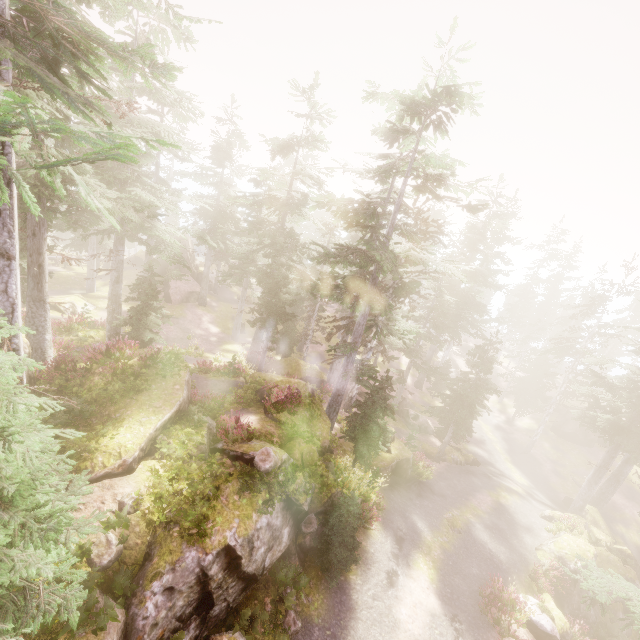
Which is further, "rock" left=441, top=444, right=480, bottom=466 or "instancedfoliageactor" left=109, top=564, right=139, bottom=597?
"rock" left=441, top=444, right=480, bottom=466

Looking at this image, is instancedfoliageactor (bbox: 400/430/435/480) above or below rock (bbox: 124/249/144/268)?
below

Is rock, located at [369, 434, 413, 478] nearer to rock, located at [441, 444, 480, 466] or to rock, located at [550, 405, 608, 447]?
rock, located at [441, 444, 480, 466]

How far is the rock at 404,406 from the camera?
34.3m

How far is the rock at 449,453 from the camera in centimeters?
2769cm

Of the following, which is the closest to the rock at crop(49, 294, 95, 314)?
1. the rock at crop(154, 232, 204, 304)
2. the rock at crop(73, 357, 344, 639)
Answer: the rock at crop(154, 232, 204, 304)

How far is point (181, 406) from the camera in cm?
1320

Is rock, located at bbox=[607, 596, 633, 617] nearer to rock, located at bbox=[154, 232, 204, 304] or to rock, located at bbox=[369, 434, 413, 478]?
rock, located at bbox=[369, 434, 413, 478]
